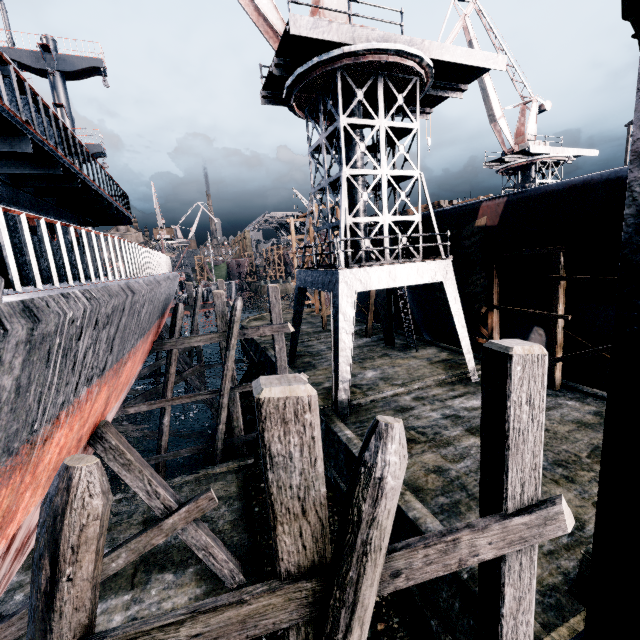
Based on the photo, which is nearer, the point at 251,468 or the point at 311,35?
the point at 311,35

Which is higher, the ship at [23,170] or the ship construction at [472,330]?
the ship at [23,170]

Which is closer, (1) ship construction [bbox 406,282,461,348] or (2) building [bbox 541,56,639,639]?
(2) building [bbox 541,56,639,639]

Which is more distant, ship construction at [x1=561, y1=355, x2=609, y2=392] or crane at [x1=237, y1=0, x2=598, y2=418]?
ship construction at [x1=561, y1=355, x2=609, y2=392]

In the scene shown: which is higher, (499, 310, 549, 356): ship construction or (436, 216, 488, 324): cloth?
(436, 216, 488, 324): cloth

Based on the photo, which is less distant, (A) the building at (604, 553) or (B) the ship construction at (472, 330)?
(A) the building at (604, 553)

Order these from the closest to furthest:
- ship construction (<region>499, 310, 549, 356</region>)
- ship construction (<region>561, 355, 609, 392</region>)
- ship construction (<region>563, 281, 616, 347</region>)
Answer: ship construction (<region>563, 281, 616, 347</region>), ship construction (<region>561, 355, 609, 392</region>), ship construction (<region>499, 310, 549, 356</region>)

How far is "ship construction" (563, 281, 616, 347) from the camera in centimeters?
1241cm
